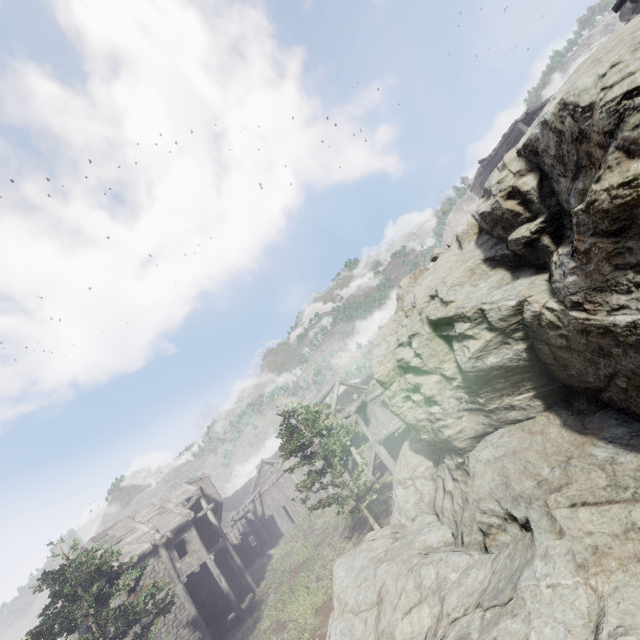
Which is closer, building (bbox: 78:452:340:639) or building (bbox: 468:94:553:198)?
building (bbox: 78:452:340:639)

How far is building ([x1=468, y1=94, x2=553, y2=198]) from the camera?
25.7m

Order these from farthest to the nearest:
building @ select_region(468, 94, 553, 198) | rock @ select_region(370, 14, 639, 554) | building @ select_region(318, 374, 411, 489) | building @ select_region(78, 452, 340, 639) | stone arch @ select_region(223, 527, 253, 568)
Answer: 1. stone arch @ select_region(223, 527, 253, 568)
2. building @ select_region(468, 94, 553, 198)
3. building @ select_region(318, 374, 411, 489)
4. building @ select_region(78, 452, 340, 639)
5. rock @ select_region(370, 14, 639, 554)

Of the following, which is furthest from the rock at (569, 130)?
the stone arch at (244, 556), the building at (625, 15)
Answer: the stone arch at (244, 556)

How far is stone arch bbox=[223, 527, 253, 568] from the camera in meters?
38.8 m

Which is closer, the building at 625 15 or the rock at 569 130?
the rock at 569 130

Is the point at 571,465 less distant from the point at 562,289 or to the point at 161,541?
the point at 562,289

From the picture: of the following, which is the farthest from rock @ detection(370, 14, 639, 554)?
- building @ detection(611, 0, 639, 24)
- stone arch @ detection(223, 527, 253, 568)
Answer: stone arch @ detection(223, 527, 253, 568)
